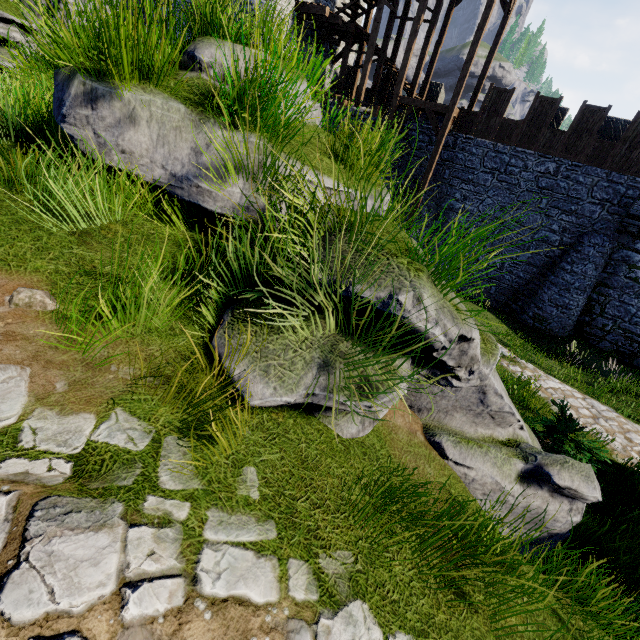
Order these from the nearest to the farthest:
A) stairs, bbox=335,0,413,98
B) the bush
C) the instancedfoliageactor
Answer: the instancedfoliageactor, the bush, stairs, bbox=335,0,413,98

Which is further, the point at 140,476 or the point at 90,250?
the point at 90,250

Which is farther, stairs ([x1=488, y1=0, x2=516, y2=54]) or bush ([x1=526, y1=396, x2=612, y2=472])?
stairs ([x1=488, y1=0, x2=516, y2=54])

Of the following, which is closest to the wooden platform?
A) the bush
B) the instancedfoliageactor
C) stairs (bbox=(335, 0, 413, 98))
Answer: stairs (bbox=(335, 0, 413, 98))

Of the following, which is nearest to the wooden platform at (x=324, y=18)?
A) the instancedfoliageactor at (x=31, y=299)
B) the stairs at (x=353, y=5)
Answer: the stairs at (x=353, y=5)

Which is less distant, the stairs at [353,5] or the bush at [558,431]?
the bush at [558,431]

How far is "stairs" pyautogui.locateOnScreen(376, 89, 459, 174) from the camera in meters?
15.7 m

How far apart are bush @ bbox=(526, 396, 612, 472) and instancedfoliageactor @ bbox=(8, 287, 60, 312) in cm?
743
